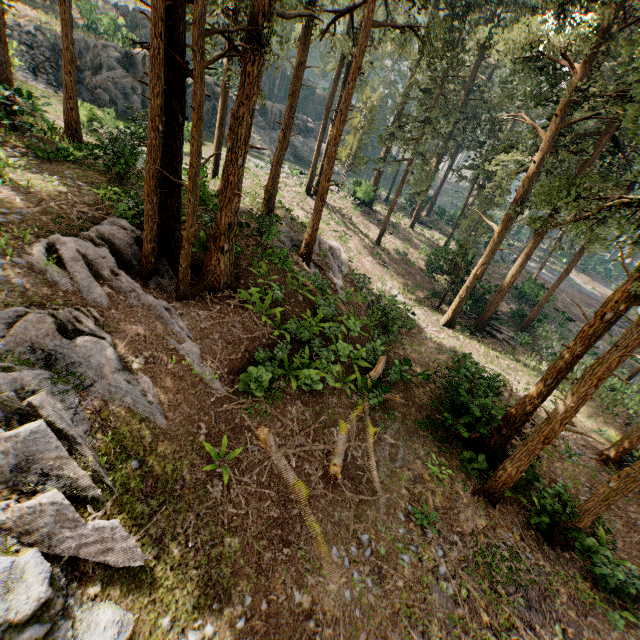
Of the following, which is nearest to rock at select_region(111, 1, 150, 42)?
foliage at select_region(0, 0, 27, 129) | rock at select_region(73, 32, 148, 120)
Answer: foliage at select_region(0, 0, 27, 129)

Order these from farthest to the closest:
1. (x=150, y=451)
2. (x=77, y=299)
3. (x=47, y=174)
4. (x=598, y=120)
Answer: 1. (x=598, y=120)
2. (x=47, y=174)
3. (x=77, y=299)
4. (x=150, y=451)

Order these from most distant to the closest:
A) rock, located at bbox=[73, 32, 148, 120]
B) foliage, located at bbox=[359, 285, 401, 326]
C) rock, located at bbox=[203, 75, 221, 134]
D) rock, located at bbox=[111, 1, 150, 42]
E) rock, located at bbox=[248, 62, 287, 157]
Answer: rock, located at bbox=[248, 62, 287, 157] < rock, located at bbox=[111, 1, 150, 42] < rock, located at bbox=[203, 75, 221, 134] < rock, located at bbox=[73, 32, 148, 120] < foliage, located at bbox=[359, 285, 401, 326]

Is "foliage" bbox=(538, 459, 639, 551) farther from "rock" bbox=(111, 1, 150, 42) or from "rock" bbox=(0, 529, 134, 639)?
"rock" bbox=(111, 1, 150, 42)

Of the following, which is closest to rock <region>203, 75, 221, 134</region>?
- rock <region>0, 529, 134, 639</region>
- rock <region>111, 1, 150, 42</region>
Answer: rock <region>111, 1, 150, 42</region>

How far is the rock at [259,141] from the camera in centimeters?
4578cm

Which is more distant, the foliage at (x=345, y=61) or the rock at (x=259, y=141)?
the rock at (x=259, y=141)

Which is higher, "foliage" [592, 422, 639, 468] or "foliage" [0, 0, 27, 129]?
"foliage" [0, 0, 27, 129]
